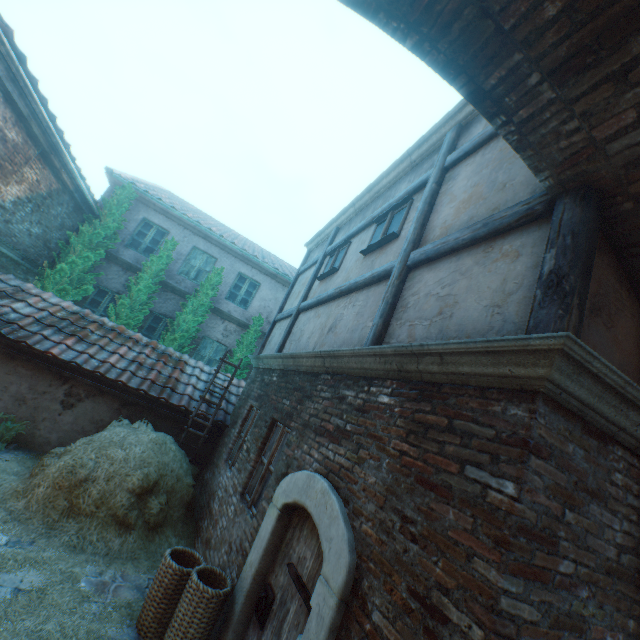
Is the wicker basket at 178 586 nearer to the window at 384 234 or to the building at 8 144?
the building at 8 144

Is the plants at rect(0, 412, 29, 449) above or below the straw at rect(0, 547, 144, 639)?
above

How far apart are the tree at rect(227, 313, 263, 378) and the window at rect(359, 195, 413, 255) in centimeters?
747cm

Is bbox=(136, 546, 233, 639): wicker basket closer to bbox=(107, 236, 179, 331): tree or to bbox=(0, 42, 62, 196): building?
bbox=(0, 42, 62, 196): building

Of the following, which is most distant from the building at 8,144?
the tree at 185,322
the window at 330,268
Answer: the tree at 185,322

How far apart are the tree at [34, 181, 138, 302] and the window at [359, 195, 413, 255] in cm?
926

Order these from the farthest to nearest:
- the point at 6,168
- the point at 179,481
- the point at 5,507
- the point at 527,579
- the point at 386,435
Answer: the point at 6,168 < the point at 179,481 < the point at 5,507 < the point at 386,435 < the point at 527,579

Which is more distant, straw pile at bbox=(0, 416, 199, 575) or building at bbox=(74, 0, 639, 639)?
straw pile at bbox=(0, 416, 199, 575)
